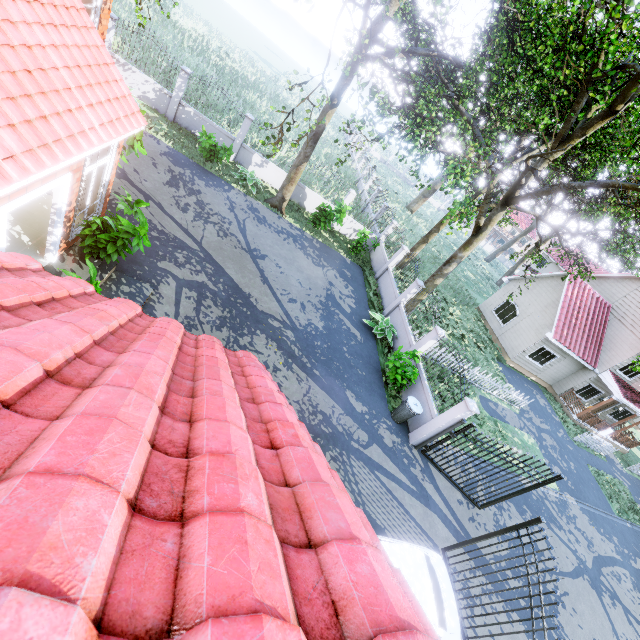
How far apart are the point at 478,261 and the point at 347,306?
36.85m

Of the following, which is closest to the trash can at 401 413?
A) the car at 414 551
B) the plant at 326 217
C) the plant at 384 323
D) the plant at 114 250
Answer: the plant at 384 323

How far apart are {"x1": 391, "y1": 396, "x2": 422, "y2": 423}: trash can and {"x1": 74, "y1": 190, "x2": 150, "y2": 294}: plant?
8.8 meters

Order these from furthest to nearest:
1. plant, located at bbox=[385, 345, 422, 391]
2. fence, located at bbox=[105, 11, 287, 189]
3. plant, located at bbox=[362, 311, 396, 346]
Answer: fence, located at bbox=[105, 11, 287, 189] → plant, located at bbox=[362, 311, 396, 346] → plant, located at bbox=[385, 345, 422, 391]

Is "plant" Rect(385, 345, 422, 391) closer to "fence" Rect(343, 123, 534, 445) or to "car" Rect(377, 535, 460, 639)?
"fence" Rect(343, 123, 534, 445)

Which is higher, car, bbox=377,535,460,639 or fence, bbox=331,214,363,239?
car, bbox=377,535,460,639

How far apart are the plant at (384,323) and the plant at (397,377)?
1.7m

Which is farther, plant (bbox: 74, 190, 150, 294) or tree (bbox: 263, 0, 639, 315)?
tree (bbox: 263, 0, 639, 315)
